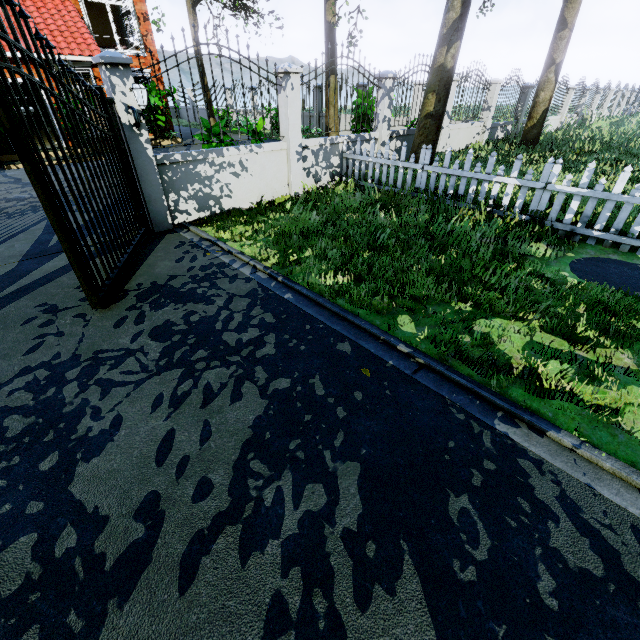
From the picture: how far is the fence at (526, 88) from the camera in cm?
1372

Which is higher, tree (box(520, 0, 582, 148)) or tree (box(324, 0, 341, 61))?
tree (box(324, 0, 341, 61))

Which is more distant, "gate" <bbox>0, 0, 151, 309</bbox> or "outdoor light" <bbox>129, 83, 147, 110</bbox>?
"outdoor light" <bbox>129, 83, 147, 110</bbox>

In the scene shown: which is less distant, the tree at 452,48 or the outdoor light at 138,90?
the outdoor light at 138,90

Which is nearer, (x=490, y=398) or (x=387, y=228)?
(x=490, y=398)

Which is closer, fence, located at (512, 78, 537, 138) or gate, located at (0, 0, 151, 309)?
gate, located at (0, 0, 151, 309)

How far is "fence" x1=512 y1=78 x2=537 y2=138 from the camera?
13.72m

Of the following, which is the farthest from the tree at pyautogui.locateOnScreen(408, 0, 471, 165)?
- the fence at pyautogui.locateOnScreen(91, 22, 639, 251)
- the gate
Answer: the gate
